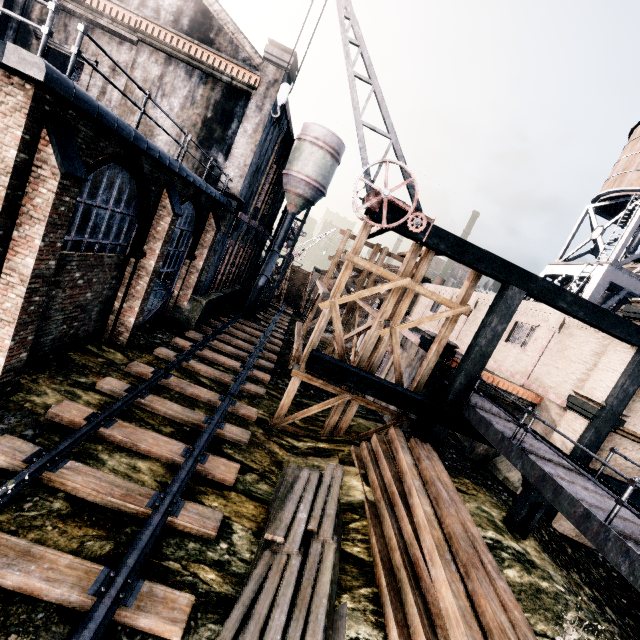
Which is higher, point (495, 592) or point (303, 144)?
point (303, 144)

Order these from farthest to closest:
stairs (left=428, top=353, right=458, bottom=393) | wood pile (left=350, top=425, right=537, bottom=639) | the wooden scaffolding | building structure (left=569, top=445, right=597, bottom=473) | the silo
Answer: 1. the silo
2. stairs (left=428, top=353, right=458, bottom=393)
3. building structure (left=569, top=445, right=597, bottom=473)
4. the wooden scaffolding
5. wood pile (left=350, top=425, right=537, bottom=639)

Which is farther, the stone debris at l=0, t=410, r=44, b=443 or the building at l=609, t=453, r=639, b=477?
the building at l=609, t=453, r=639, b=477

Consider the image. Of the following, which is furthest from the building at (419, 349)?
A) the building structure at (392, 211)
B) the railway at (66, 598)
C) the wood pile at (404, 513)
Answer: the wood pile at (404, 513)

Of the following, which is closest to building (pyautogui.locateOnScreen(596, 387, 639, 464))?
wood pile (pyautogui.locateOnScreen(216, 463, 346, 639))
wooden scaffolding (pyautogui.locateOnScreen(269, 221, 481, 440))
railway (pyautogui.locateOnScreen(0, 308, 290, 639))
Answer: wooden scaffolding (pyautogui.locateOnScreen(269, 221, 481, 440))

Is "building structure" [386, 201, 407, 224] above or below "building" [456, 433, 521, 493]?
above

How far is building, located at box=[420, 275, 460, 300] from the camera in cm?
3033
